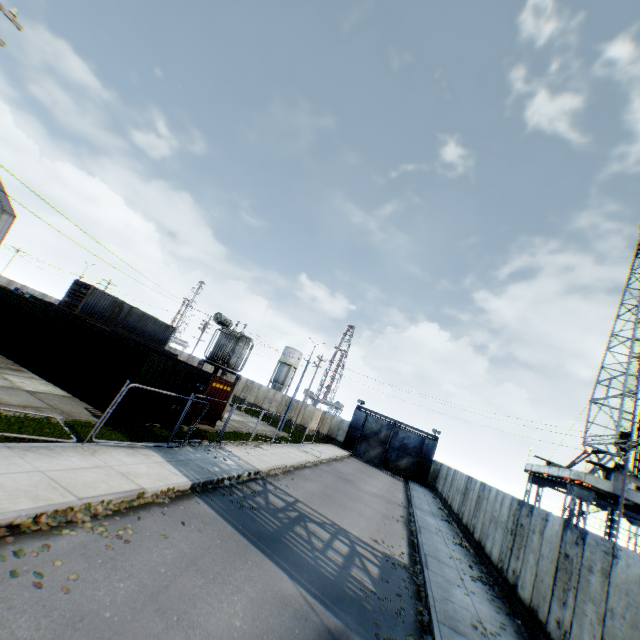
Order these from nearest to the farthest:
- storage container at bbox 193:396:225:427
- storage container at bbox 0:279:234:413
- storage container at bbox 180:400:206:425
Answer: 1. storage container at bbox 0:279:234:413
2. storage container at bbox 180:400:206:425
3. storage container at bbox 193:396:225:427

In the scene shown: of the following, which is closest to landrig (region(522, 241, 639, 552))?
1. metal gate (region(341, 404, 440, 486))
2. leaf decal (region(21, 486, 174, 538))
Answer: metal gate (region(341, 404, 440, 486))

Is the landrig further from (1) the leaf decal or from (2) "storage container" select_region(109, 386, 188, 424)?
(1) the leaf decal

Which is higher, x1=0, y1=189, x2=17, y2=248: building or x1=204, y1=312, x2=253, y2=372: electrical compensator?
x1=0, y1=189, x2=17, y2=248: building

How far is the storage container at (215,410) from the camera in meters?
18.9

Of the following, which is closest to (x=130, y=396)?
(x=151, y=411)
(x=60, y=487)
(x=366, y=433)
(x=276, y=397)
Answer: (x=151, y=411)

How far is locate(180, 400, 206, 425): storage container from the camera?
17.59m

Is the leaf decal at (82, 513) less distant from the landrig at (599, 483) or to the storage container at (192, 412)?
the storage container at (192, 412)
